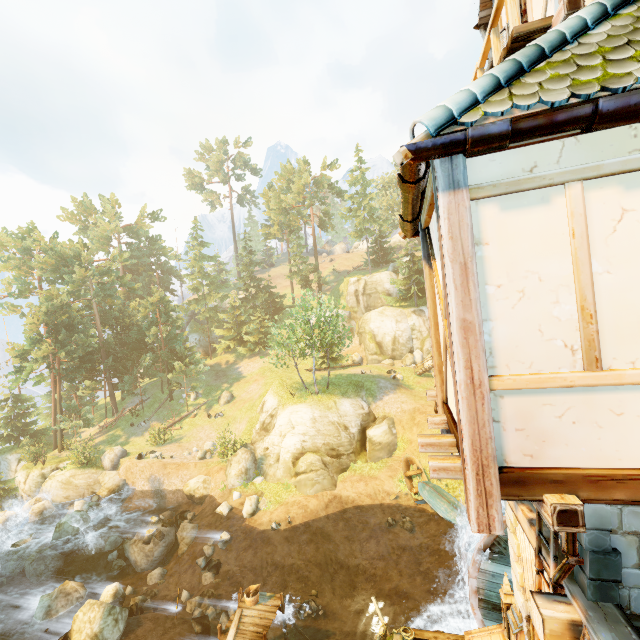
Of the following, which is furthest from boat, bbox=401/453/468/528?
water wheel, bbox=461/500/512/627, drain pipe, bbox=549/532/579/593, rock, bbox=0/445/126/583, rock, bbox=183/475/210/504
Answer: rock, bbox=0/445/126/583

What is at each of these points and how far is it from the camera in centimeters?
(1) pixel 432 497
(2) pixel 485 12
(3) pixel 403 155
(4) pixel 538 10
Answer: (1) boat, 2008cm
(2) building, 801cm
(3) building, 249cm
(4) building, 590cm

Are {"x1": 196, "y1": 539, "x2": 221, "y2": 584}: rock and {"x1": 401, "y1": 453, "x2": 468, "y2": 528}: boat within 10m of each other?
no

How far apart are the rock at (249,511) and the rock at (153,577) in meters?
5.1 m

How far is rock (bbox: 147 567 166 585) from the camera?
19.0m

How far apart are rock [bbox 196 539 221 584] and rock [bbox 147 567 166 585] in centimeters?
234cm

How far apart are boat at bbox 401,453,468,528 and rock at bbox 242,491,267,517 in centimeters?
945cm

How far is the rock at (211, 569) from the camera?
17.9 meters
